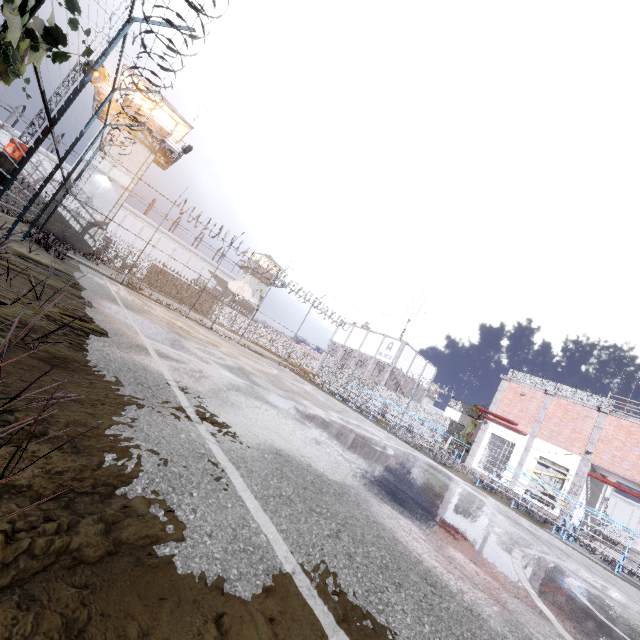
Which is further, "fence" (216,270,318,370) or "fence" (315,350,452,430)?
"fence" (315,350,452,430)

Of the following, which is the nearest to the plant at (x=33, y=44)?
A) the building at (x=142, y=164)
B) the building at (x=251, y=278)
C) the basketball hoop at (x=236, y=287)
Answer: the basketball hoop at (x=236, y=287)

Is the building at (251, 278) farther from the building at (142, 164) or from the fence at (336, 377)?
the building at (142, 164)

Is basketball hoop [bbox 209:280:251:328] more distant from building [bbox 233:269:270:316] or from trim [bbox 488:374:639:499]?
building [bbox 233:269:270:316]

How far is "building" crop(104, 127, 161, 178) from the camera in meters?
26.8

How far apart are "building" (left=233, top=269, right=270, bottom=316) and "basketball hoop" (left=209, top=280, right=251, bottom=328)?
35.42m

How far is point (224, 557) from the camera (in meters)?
1.70
